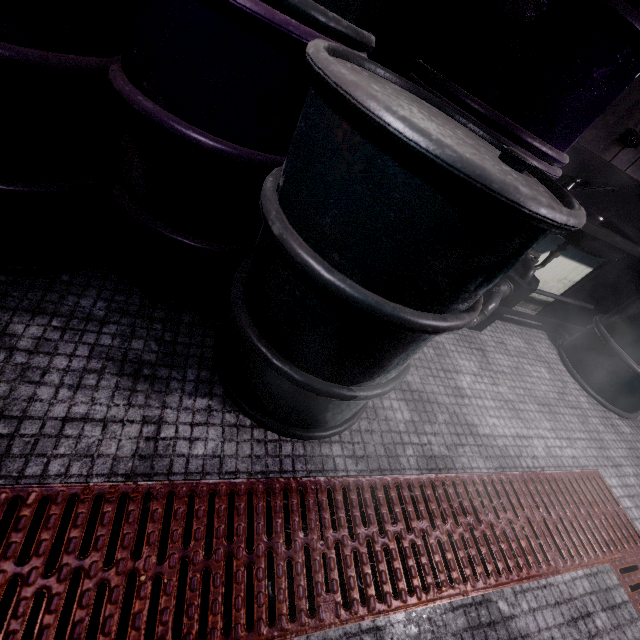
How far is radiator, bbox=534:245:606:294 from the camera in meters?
2.5

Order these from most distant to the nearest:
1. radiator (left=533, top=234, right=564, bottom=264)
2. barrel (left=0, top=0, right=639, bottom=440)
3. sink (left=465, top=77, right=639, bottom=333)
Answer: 1. radiator (left=533, top=234, right=564, bottom=264)
2. sink (left=465, top=77, right=639, bottom=333)
3. barrel (left=0, top=0, right=639, bottom=440)

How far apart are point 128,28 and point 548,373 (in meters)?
2.89

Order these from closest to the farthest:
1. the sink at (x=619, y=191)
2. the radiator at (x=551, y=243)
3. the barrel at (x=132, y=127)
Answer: the barrel at (x=132, y=127)
the sink at (x=619, y=191)
the radiator at (x=551, y=243)

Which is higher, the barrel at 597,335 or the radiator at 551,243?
the radiator at 551,243

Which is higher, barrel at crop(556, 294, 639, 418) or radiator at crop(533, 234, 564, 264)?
radiator at crop(533, 234, 564, 264)

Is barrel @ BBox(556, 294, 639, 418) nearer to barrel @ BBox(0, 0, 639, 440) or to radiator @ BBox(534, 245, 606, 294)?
radiator @ BBox(534, 245, 606, 294)
